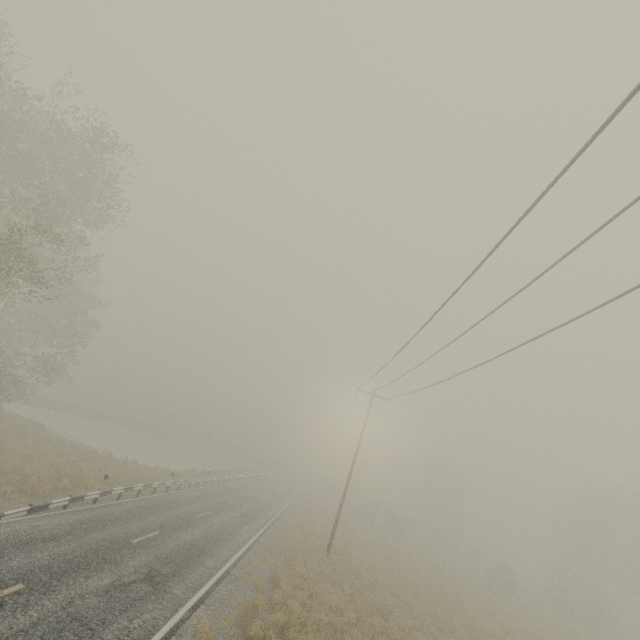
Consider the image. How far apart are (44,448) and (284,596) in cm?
1968
